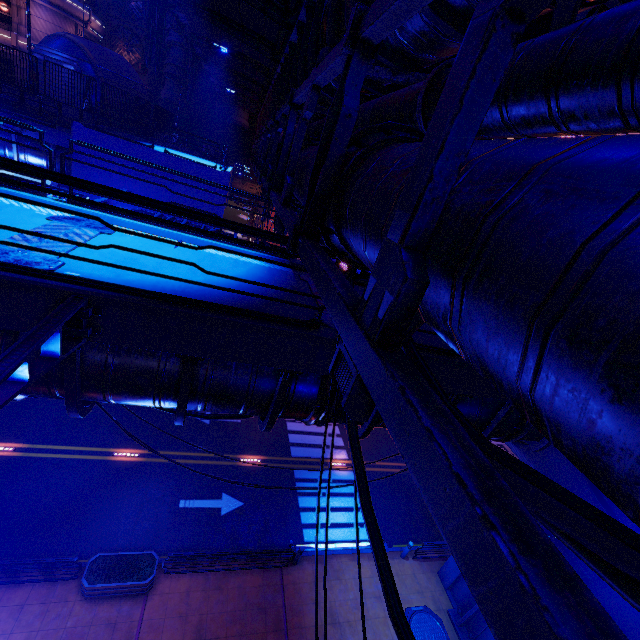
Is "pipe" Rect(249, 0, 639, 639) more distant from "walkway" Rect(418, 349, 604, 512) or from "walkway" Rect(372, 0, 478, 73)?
"walkway" Rect(418, 349, 604, 512)

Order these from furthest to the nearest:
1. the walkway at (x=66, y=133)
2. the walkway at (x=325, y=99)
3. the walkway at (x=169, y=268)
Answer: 1. the walkway at (x=66, y=133)
2. the walkway at (x=325, y=99)
3. the walkway at (x=169, y=268)

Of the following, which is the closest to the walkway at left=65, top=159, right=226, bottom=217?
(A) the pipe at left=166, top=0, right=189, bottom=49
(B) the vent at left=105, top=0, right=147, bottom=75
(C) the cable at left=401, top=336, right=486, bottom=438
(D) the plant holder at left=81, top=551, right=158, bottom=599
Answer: (A) the pipe at left=166, top=0, right=189, bottom=49

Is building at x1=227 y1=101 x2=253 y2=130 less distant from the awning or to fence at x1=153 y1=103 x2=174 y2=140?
fence at x1=153 y1=103 x2=174 y2=140

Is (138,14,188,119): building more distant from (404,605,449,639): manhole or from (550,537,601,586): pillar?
(404,605,449,639): manhole

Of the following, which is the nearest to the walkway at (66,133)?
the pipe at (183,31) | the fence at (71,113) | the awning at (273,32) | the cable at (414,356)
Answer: the fence at (71,113)

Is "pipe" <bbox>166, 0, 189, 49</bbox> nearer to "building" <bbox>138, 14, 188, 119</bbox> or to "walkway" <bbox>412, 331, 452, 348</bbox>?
"building" <bbox>138, 14, 188, 119</bbox>

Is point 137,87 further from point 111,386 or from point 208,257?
point 111,386
